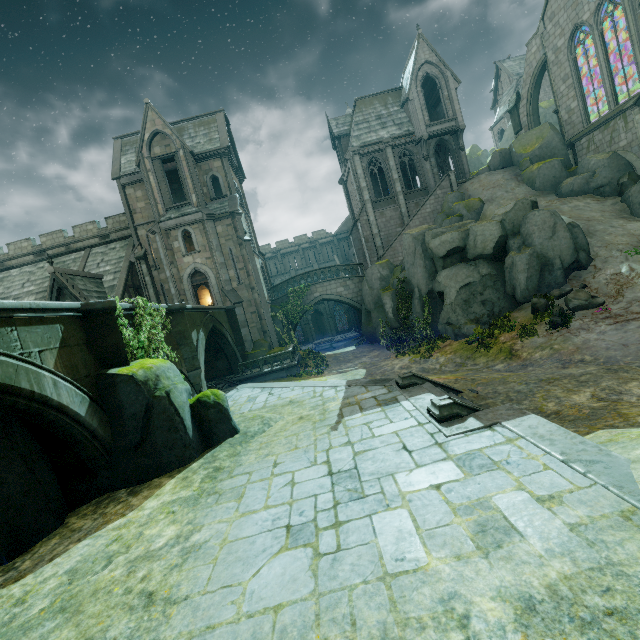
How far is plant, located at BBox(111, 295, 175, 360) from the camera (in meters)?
10.06

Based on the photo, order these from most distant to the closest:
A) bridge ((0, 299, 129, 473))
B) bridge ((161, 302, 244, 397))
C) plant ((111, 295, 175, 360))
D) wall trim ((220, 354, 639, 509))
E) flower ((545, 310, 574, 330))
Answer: flower ((545, 310, 574, 330)) → bridge ((161, 302, 244, 397)) → plant ((111, 295, 175, 360)) → bridge ((0, 299, 129, 473)) → wall trim ((220, 354, 639, 509))

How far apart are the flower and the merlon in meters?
24.0

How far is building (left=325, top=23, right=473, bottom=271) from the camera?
30.6m

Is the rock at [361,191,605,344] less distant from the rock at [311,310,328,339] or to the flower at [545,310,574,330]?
the flower at [545,310,574,330]

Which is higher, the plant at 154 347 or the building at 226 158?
the building at 226 158

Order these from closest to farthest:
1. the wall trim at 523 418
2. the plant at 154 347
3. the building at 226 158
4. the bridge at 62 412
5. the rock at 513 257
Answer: the wall trim at 523 418 → the bridge at 62 412 → the plant at 154 347 → the rock at 513 257 → the building at 226 158

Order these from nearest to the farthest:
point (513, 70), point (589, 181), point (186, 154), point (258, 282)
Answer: point (589, 181) < point (186, 154) < point (258, 282) < point (513, 70)
